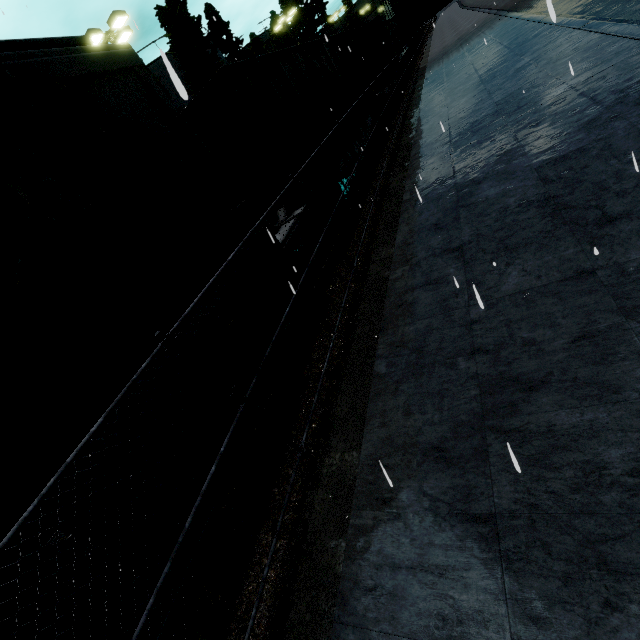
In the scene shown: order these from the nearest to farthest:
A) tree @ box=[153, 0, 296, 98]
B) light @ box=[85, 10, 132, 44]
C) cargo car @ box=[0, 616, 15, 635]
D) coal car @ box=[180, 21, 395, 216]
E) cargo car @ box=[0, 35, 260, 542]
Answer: cargo car @ box=[0, 616, 15, 635] → cargo car @ box=[0, 35, 260, 542] → coal car @ box=[180, 21, 395, 216] → light @ box=[85, 10, 132, 44] → tree @ box=[153, 0, 296, 98]

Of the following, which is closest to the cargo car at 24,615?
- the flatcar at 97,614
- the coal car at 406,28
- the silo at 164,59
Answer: the flatcar at 97,614

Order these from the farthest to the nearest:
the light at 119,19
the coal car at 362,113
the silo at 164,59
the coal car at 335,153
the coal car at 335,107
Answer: the light at 119,19 < the coal car at 362,113 < the coal car at 335,153 < the coal car at 335,107 < the silo at 164,59

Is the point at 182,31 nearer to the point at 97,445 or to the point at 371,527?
the point at 97,445

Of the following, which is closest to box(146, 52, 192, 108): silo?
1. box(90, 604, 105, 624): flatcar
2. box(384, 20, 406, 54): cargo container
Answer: box(384, 20, 406, 54): cargo container

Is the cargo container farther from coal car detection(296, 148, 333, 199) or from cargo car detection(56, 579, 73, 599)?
cargo car detection(56, 579, 73, 599)

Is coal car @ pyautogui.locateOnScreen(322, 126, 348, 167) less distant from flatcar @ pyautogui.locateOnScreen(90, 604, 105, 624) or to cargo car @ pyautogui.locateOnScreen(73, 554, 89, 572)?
cargo car @ pyautogui.locateOnScreen(73, 554, 89, 572)

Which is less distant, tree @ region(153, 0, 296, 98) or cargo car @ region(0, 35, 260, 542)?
cargo car @ region(0, 35, 260, 542)
